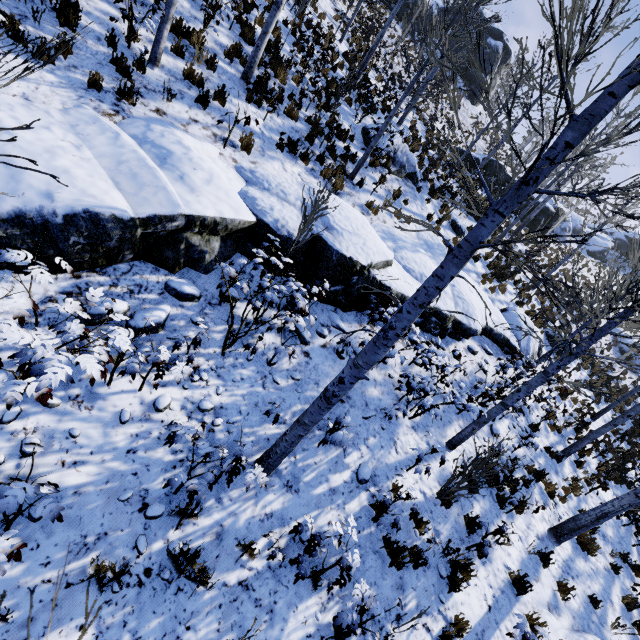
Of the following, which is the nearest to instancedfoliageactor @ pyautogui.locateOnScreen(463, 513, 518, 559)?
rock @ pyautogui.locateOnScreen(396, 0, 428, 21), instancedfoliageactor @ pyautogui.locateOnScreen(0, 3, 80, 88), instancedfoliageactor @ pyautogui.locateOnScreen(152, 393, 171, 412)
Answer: instancedfoliageactor @ pyautogui.locateOnScreen(152, 393, 171, 412)

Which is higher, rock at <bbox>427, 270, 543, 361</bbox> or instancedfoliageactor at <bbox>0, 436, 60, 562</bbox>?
rock at <bbox>427, 270, 543, 361</bbox>

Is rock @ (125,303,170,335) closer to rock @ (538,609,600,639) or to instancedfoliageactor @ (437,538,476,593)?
instancedfoliageactor @ (437,538,476,593)

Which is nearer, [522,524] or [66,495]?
[66,495]

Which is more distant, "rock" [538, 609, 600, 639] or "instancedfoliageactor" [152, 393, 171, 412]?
"rock" [538, 609, 600, 639]

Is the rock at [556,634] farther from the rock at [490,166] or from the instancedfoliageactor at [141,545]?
the rock at [490,166]

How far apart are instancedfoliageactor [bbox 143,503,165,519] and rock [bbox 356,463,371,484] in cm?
300

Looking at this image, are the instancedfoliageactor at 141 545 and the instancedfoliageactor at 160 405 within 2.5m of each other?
yes
